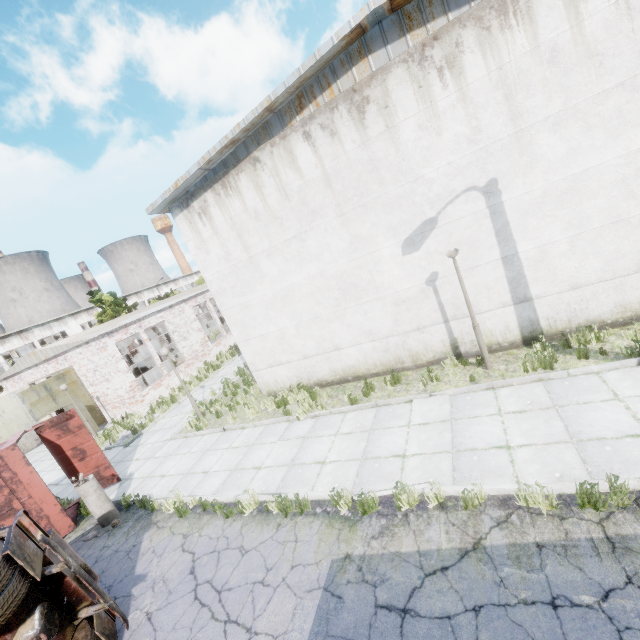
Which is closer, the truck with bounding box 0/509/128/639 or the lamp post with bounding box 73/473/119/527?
the truck with bounding box 0/509/128/639

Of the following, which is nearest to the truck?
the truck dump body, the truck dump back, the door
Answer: the truck dump body

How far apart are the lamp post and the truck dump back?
1.8 meters

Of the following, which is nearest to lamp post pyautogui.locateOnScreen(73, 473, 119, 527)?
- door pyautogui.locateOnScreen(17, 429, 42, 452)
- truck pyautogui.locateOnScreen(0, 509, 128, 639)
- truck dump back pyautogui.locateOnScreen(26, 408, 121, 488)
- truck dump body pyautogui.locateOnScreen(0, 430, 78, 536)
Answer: truck dump body pyautogui.locateOnScreen(0, 430, 78, 536)

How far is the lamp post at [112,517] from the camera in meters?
8.8 m

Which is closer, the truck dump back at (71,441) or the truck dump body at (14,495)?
the truck dump body at (14,495)

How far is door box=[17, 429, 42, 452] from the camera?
20.8 meters

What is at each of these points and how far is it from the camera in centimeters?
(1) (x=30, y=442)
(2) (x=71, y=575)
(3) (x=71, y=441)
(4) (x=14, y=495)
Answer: (1) door, 2105cm
(2) truck, 528cm
(3) truck dump back, 1067cm
(4) truck dump body, 881cm
